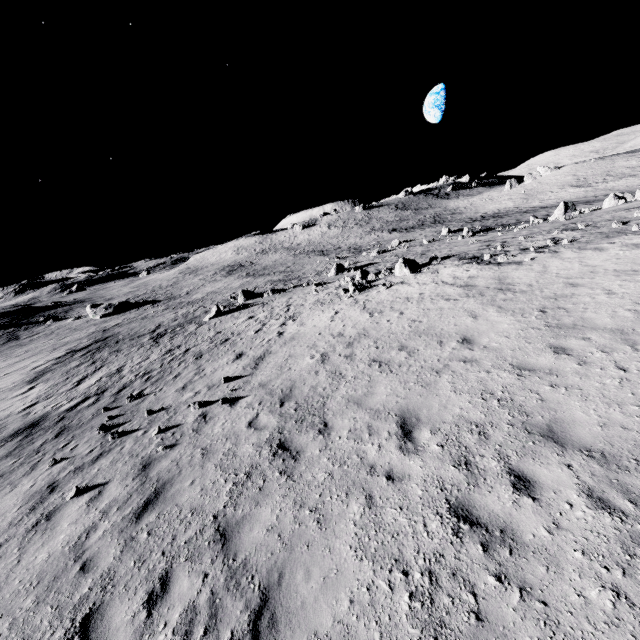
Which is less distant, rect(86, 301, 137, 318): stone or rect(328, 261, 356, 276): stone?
rect(328, 261, 356, 276): stone

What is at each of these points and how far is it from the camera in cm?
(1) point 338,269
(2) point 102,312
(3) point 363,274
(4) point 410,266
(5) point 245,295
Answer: (1) stone, 3534
(2) stone, 5369
(3) stone, 2548
(4) stone, 2153
(5) stone, 3469

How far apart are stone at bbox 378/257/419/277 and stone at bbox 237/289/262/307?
17.14m

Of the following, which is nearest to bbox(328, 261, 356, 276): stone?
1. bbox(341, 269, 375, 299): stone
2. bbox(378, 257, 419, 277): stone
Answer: bbox(341, 269, 375, 299): stone

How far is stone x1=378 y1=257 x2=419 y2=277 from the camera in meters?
20.9

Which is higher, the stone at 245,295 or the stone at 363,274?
the stone at 363,274

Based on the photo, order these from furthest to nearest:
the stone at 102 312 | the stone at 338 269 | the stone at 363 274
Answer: the stone at 102 312 → the stone at 338 269 → the stone at 363 274

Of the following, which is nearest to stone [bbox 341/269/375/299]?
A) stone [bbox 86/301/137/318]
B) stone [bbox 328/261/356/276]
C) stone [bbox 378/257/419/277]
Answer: stone [bbox 378/257/419/277]
